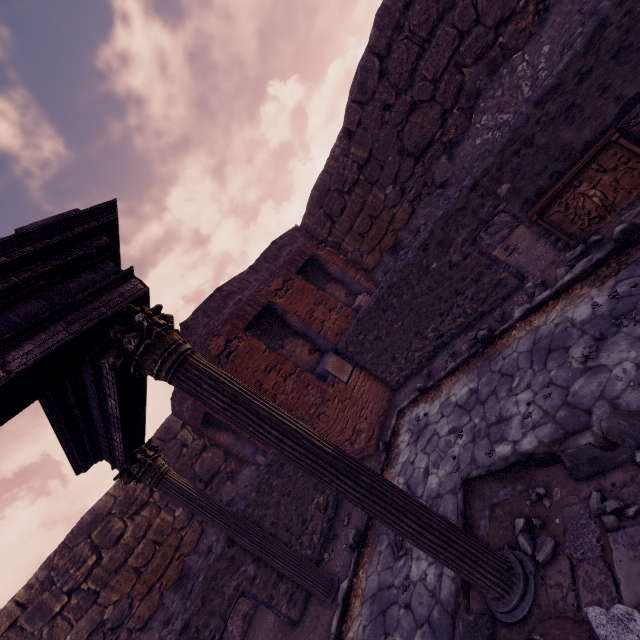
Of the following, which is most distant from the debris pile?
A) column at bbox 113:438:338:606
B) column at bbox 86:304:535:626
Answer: column at bbox 113:438:338:606

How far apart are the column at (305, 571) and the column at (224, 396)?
2.8 meters

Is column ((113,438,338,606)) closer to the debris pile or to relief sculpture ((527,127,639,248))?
the debris pile

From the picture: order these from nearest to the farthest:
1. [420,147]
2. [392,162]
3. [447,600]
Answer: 1. [447,600]
2. [420,147]
3. [392,162]

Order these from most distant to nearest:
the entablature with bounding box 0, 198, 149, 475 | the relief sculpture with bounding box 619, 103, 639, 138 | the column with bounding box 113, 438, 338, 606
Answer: the column with bounding box 113, 438, 338, 606 → the relief sculpture with bounding box 619, 103, 639, 138 → the entablature with bounding box 0, 198, 149, 475

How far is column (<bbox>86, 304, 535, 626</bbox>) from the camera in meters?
2.5

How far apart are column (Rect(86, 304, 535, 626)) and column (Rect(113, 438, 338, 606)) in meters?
2.8

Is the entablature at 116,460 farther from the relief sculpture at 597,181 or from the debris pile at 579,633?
the relief sculpture at 597,181
